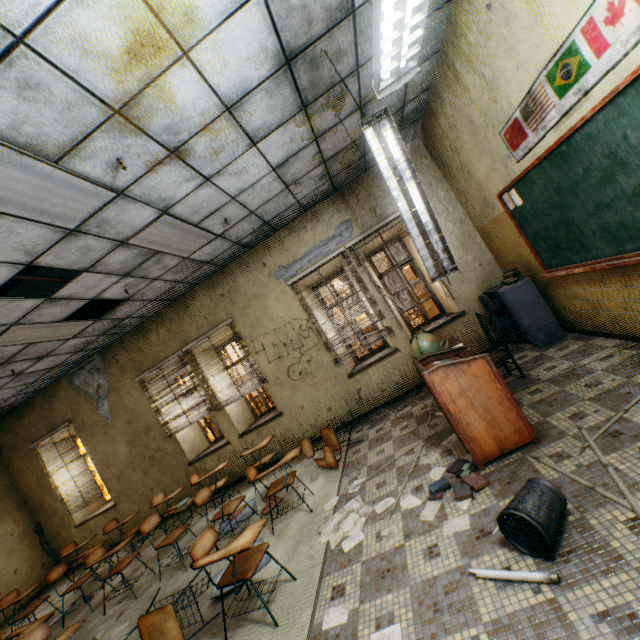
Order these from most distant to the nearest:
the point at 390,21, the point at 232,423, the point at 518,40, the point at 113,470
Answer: the point at 113,470
the point at 232,423
the point at 518,40
the point at 390,21

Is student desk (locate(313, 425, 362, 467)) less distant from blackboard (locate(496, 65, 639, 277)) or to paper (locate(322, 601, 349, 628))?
paper (locate(322, 601, 349, 628))

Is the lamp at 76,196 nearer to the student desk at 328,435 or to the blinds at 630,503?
the student desk at 328,435

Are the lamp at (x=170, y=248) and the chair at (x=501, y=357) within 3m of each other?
no

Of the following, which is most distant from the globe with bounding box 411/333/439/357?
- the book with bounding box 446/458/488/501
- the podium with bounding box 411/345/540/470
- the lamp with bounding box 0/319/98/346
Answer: the lamp with bounding box 0/319/98/346

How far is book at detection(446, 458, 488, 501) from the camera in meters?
2.7

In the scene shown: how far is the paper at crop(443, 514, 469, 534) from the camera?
2.4m

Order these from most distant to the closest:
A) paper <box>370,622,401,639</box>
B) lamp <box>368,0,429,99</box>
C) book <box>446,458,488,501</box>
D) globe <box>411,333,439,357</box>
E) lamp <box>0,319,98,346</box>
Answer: lamp <box>0,319,98,346</box>, globe <box>411,333,439,357</box>, book <box>446,458,488,501</box>, paper <box>370,622,401,639</box>, lamp <box>368,0,429,99</box>
